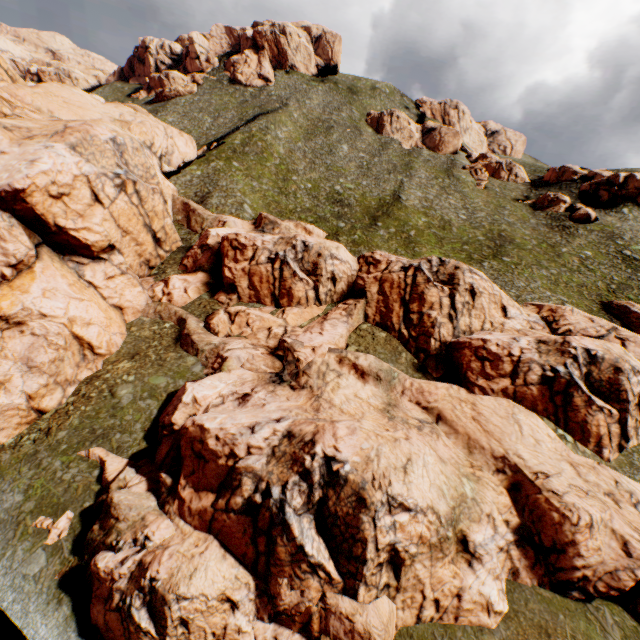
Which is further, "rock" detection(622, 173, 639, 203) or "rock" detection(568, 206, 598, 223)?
"rock" detection(622, 173, 639, 203)

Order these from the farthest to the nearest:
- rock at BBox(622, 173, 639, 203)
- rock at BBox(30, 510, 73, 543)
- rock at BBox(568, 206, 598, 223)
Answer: rock at BBox(622, 173, 639, 203) → rock at BBox(568, 206, 598, 223) → rock at BBox(30, 510, 73, 543)

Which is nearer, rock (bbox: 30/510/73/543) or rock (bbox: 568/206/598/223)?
rock (bbox: 30/510/73/543)

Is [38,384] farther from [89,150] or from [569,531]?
[569,531]

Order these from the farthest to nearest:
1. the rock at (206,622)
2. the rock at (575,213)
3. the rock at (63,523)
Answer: the rock at (575,213) < the rock at (63,523) < the rock at (206,622)

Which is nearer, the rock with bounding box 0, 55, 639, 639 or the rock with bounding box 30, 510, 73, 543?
the rock with bounding box 0, 55, 639, 639

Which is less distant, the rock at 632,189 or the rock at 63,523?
the rock at 63,523

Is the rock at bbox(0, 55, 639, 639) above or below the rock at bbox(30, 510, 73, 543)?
above
